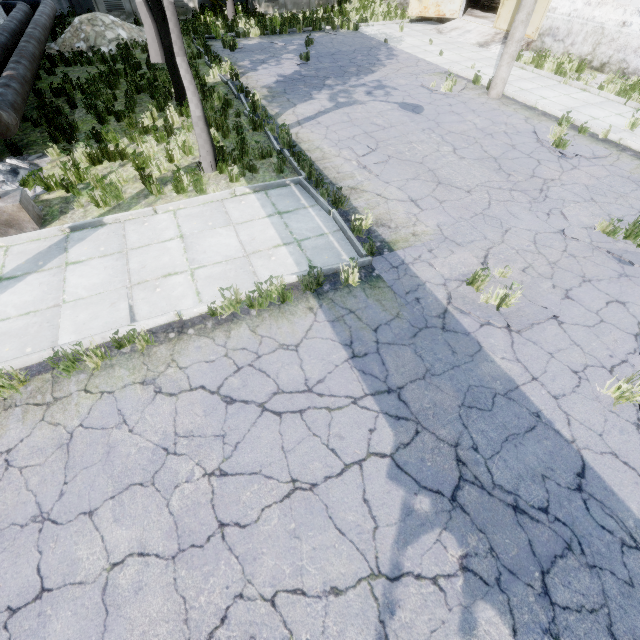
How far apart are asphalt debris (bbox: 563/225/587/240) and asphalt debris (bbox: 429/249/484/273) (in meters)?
1.43

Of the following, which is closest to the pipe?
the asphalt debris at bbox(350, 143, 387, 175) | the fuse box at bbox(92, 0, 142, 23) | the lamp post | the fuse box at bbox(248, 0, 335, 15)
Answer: the fuse box at bbox(92, 0, 142, 23)

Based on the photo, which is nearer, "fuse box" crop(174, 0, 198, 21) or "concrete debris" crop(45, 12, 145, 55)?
"concrete debris" crop(45, 12, 145, 55)

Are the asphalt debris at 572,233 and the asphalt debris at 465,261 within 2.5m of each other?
yes

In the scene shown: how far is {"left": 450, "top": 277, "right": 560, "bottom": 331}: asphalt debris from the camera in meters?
4.9 m

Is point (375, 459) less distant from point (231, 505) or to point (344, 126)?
point (231, 505)

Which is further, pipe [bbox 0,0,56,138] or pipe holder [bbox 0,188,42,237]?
pipe [bbox 0,0,56,138]

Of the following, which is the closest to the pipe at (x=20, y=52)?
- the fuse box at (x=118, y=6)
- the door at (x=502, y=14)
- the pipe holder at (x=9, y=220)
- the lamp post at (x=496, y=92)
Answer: the pipe holder at (x=9, y=220)
